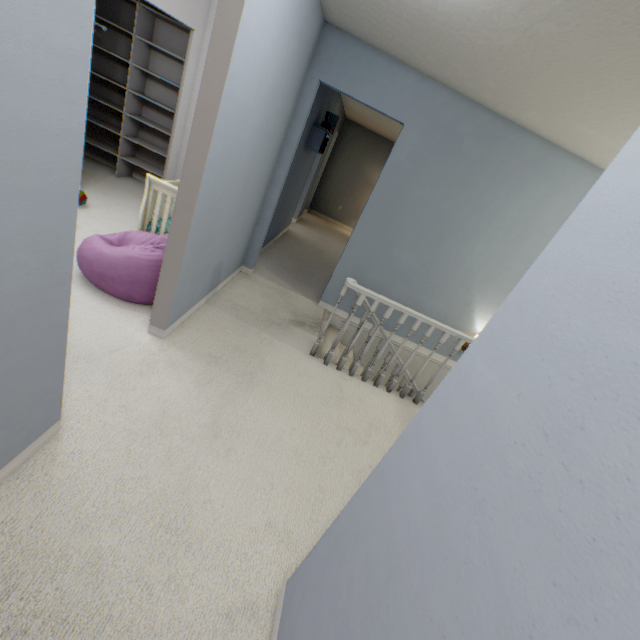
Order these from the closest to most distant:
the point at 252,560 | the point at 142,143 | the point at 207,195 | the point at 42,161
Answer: the point at 42,161 → the point at 252,560 → the point at 207,195 → the point at 142,143

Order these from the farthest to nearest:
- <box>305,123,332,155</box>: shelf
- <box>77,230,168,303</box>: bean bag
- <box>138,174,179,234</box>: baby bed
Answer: <box>305,123,332,155</box>: shelf, <box>138,174,179,234</box>: baby bed, <box>77,230,168,303</box>: bean bag

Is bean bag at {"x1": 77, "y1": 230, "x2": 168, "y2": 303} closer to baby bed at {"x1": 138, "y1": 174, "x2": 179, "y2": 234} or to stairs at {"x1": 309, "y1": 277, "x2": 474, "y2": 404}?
baby bed at {"x1": 138, "y1": 174, "x2": 179, "y2": 234}

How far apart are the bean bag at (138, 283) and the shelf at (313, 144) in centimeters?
251cm

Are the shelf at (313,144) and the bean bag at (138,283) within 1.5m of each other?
no

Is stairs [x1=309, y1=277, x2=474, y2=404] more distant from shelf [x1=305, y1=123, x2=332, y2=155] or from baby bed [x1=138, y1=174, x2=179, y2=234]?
shelf [x1=305, y1=123, x2=332, y2=155]

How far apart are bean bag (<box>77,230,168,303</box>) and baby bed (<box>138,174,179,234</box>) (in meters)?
0.05
